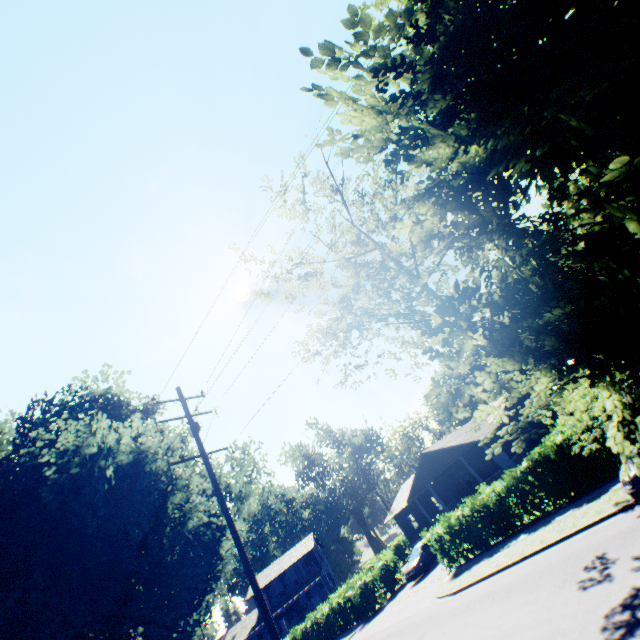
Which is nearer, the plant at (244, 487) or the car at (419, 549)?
the car at (419, 549)

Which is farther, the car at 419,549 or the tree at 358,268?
the car at 419,549

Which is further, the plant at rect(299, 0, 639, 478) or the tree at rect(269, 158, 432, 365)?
the tree at rect(269, 158, 432, 365)

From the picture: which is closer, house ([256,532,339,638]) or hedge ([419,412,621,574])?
hedge ([419,412,621,574])

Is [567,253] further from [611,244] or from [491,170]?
[491,170]

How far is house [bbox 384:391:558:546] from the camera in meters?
27.9 m

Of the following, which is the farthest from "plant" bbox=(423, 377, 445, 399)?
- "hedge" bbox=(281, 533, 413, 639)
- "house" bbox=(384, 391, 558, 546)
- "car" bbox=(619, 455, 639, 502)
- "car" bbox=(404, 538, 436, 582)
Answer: "house" bbox=(384, 391, 558, 546)

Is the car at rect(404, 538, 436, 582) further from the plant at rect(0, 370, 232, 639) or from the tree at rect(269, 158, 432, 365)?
the tree at rect(269, 158, 432, 365)
